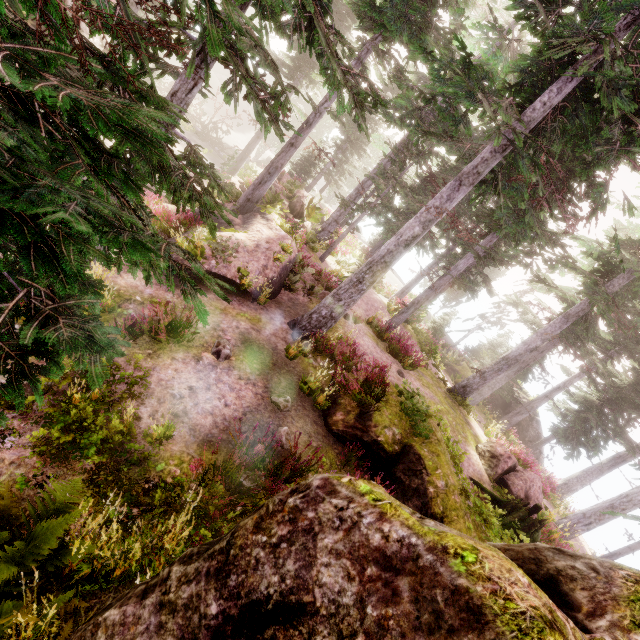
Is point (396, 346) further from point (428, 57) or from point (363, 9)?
point (363, 9)

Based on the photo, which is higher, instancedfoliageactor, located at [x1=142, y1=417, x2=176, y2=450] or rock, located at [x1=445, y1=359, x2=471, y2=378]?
rock, located at [x1=445, y1=359, x2=471, y2=378]

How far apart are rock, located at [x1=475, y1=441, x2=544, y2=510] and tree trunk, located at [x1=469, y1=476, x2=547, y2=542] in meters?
1.7 m

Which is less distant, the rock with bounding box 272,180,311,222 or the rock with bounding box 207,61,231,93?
the rock with bounding box 272,180,311,222

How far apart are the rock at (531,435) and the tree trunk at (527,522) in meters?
17.6

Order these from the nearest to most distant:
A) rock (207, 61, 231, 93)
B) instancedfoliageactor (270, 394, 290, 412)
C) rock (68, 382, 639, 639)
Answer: rock (68, 382, 639, 639) < instancedfoliageactor (270, 394, 290, 412) < rock (207, 61, 231, 93)

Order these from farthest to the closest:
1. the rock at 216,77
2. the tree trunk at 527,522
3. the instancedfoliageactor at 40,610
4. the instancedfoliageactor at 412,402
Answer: the rock at 216,77
the tree trunk at 527,522
the instancedfoliageactor at 412,402
the instancedfoliageactor at 40,610

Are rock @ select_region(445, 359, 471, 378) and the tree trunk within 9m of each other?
no
